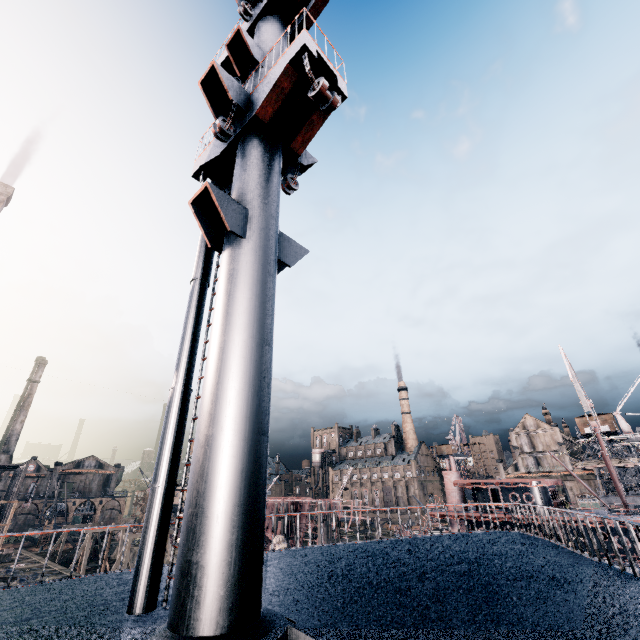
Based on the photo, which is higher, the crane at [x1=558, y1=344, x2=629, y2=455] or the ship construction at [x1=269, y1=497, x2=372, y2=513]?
the crane at [x1=558, y1=344, x2=629, y2=455]

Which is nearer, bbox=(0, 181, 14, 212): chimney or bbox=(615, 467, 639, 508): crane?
bbox=(0, 181, 14, 212): chimney

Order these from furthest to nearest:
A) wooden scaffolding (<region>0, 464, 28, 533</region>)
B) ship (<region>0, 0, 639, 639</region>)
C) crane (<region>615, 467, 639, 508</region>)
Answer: crane (<region>615, 467, 639, 508</region>) < wooden scaffolding (<region>0, 464, 28, 533</region>) < ship (<region>0, 0, 639, 639</region>)

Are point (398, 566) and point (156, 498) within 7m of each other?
yes

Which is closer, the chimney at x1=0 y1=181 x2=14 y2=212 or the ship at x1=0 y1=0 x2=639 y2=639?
the ship at x1=0 y1=0 x2=639 y2=639

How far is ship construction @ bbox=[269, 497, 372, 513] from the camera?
49.5m

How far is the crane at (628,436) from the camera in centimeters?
4656cm

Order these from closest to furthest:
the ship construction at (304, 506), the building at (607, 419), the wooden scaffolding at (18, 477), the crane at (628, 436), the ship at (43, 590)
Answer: the ship at (43, 590) < the wooden scaffolding at (18, 477) < the crane at (628, 436) < the ship construction at (304, 506) < the building at (607, 419)
